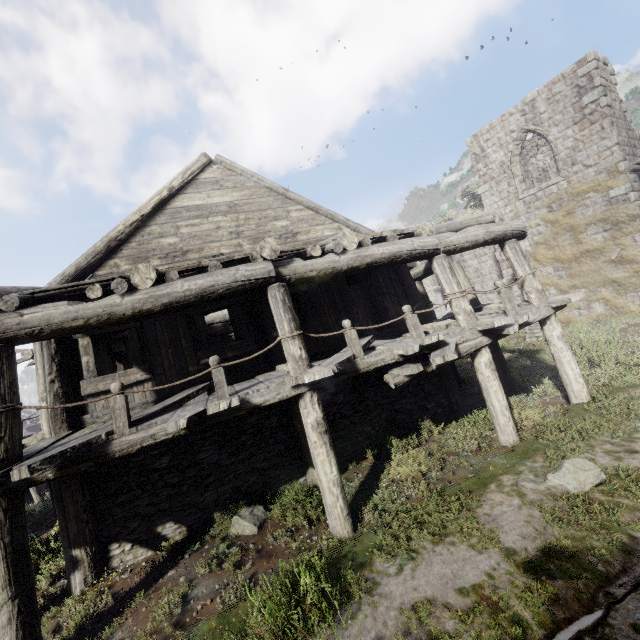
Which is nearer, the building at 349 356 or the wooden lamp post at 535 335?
the building at 349 356

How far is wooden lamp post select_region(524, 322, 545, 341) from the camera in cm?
1553

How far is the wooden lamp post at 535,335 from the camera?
15.5m

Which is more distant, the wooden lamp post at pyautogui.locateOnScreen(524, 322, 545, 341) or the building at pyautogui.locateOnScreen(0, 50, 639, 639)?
the wooden lamp post at pyautogui.locateOnScreen(524, 322, 545, 341)

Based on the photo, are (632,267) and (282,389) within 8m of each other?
no
